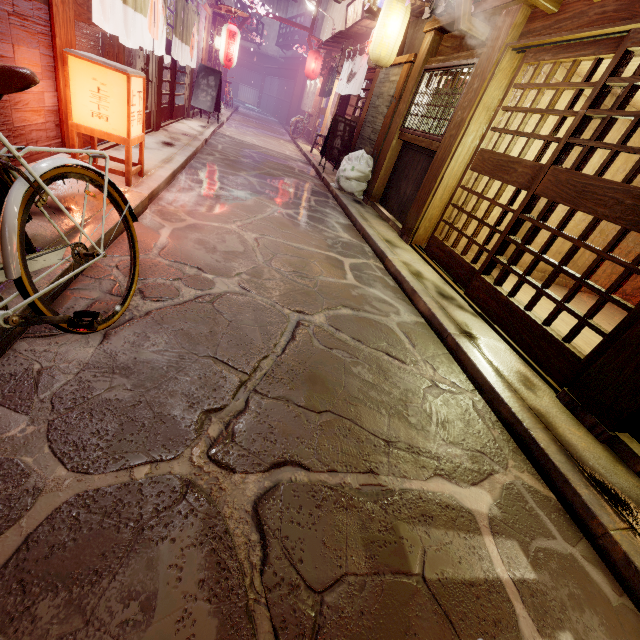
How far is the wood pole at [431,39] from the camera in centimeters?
1091cm

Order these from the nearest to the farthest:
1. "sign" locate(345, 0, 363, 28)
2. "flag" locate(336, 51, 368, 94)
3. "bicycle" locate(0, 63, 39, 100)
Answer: "bicycle" locate(0, 63, 39, 100) < "flag" locate(336, 51, 368, 94) < "sign" locate(345, 0, 363, 28)

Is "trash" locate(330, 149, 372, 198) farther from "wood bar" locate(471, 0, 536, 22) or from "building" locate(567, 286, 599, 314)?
"building" locate(567, 286, 599, 314)

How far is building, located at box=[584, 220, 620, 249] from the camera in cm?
1146

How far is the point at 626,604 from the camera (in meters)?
2.98

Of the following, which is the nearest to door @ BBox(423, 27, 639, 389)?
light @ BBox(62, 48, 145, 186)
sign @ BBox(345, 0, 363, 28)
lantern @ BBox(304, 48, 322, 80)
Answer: light @ BBox(62, 48, 145, 186)

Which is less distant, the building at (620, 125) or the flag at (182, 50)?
the building at (620, 125)

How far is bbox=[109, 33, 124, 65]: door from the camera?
8.3m
